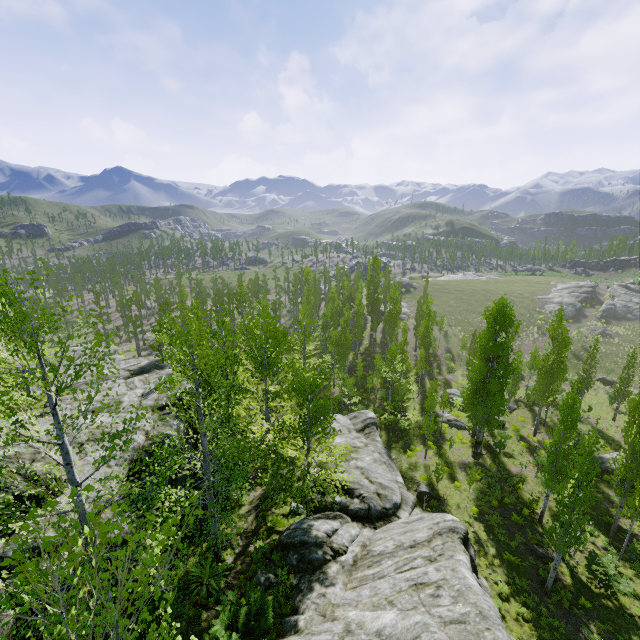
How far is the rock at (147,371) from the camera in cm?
1262

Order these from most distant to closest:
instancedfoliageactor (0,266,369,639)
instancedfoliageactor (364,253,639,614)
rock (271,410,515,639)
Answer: instancedfoliageactor (364,253,639,614)
rock (271,410,515,639)
instancedfoliageactor (0,266,369,639)

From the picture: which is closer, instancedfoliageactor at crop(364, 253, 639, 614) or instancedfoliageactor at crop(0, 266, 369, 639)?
instancedfoliageactor at crop(0, 266, 369, 639)

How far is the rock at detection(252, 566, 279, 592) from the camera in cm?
1246

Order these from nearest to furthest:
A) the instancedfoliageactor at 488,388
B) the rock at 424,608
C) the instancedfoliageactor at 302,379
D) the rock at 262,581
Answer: the instancedfoliageactor at 302,379 < the rock at 424,608 < the rock at 262,581 < the instancedfoliageactor at 488,388

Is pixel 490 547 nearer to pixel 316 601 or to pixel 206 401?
pixel 316 601

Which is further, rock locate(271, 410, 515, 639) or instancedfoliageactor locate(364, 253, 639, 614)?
instancedfoliageactor locate(364, 253, 639, 614)
